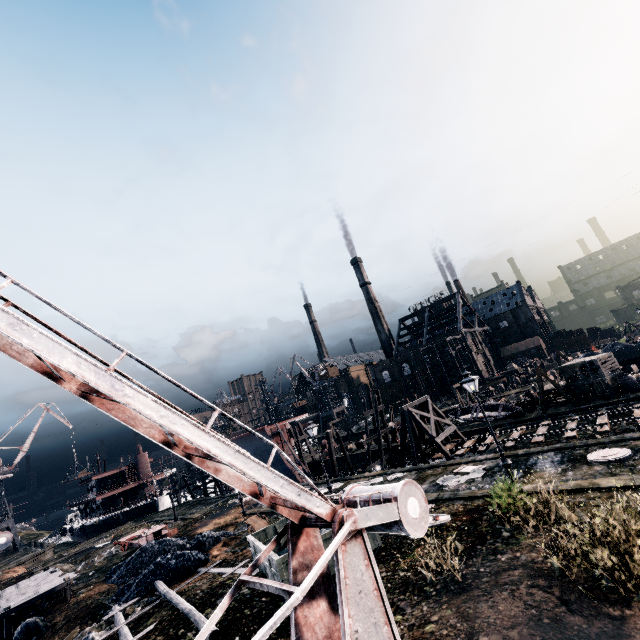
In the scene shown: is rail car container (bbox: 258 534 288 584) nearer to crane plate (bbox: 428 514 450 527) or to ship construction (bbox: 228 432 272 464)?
crane plate (bbox: 428 514 450 527)

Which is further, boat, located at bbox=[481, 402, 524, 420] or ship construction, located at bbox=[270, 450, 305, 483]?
ship construction, located at bbox=[270, 450, 305, 483]

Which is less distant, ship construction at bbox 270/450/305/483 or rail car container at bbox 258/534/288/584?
rail car container at bbox 258/534/288/584

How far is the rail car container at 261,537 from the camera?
12.46m

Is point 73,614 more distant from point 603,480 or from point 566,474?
point 603,480

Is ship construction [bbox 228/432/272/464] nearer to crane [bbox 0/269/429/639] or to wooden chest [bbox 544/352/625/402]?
wooden chest [bbox 544/352/625/402]

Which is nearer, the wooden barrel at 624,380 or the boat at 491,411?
the wooden barrel at 624,380

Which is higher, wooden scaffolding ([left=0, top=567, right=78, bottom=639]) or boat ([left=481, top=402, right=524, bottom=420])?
wooden scaffolding ([left=0, top=567, right=78, bottom=639])
